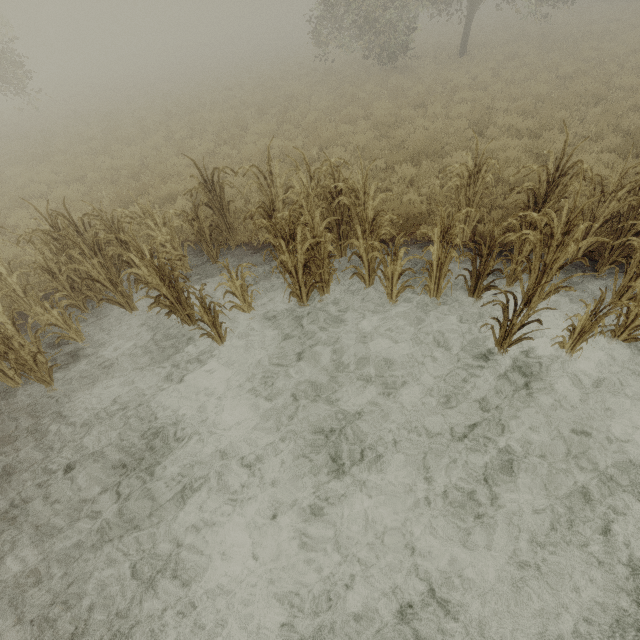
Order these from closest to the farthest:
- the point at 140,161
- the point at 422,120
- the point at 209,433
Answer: the point at 209,433 → the point at 422,120 → the point at 140,161
